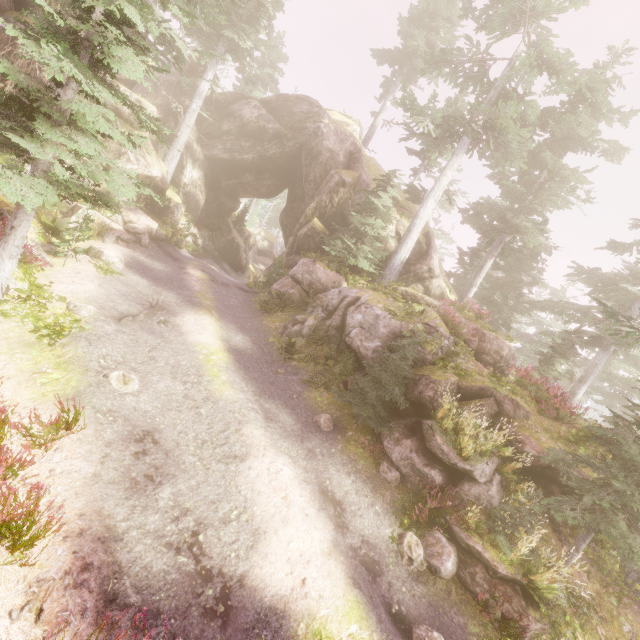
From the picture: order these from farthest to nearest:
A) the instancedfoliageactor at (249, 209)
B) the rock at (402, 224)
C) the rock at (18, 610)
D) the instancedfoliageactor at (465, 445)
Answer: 1. the instancedfoliageactor at (249, 209)
2. the rock at (402, 224)
3. the instancedfoliageactor at (465, 445)
4. the rock at (18, 610)

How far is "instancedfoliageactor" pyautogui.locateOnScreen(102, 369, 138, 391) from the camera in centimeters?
712cm

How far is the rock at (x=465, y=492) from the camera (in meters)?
8.49

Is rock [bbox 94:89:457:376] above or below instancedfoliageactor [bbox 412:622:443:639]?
above

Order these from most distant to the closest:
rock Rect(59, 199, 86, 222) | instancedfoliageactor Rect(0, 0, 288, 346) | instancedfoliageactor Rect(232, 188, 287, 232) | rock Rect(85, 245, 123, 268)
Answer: instancedfoliageactor Rect(232, 188, 287, 232) → rock Rect(59, 199, 86, 222) → rock Rect(85, 245, 123, 268) → instancedfoliageactor Rect(0, 0, 288, 346)

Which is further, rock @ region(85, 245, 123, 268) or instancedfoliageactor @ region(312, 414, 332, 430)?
rock @ region(85, 245, 123, 268)

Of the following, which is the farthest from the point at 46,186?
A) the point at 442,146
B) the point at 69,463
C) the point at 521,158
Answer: the point at 521,158
